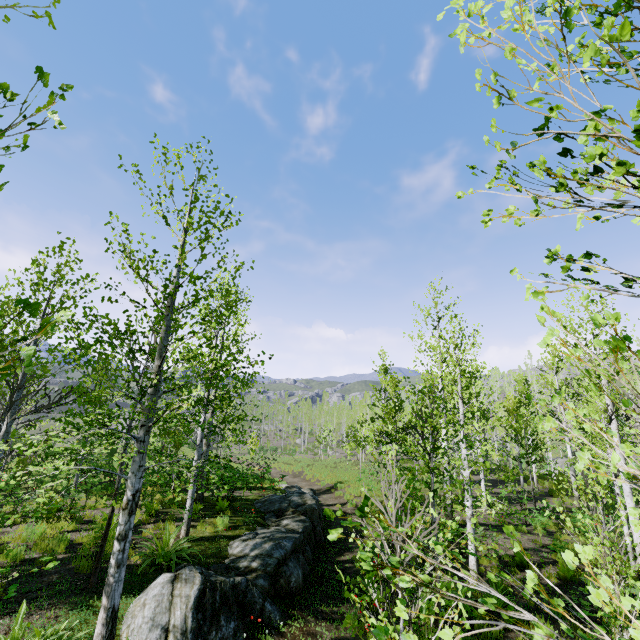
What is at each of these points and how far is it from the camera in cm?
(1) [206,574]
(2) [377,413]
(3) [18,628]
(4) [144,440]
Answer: (1) rock, 750
(2) instancedfoliageactor, 3112
(3) instancedfoliageactor, 505
(4) instancedfoliageactor, 554

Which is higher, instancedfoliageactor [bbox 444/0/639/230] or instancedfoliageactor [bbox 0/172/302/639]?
instancedfoliageactor [bbox 444/0/639/230]

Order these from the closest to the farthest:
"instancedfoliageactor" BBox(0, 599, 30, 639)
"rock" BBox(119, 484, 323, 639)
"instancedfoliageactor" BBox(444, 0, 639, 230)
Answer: "instancedfoliageactor" BBox(444, 0, 639, 230)
"instancedfoliageactor" BBox(0, 599, 30, 639)
"rock" BBox(119, 484, 323, 639)

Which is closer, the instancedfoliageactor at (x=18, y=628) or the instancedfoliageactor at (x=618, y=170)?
the instancedfoliageactor at (x=618, y=170)

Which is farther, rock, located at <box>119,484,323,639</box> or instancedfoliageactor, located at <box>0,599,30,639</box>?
rock, located at <box>119,484,323,639</box>

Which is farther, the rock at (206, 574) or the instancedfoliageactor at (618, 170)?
the rock at (206, 574)
